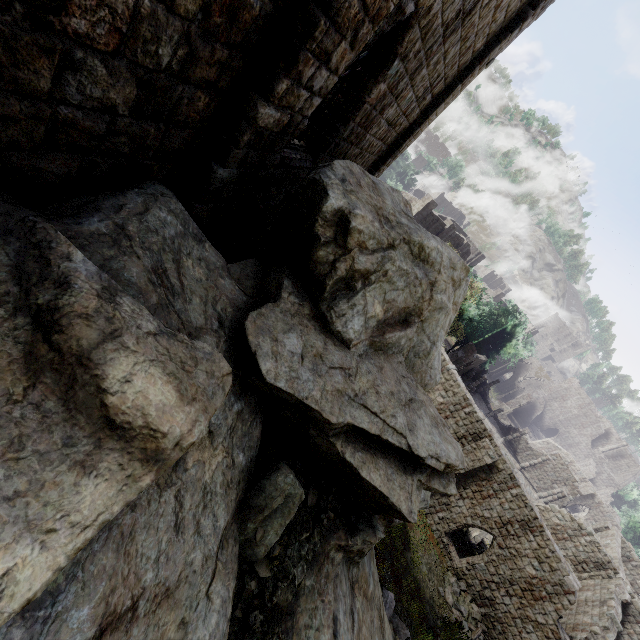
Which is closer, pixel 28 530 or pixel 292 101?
pixel 28 530

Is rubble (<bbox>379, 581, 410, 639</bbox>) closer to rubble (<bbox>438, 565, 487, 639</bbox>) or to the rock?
the rock

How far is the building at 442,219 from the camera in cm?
3725

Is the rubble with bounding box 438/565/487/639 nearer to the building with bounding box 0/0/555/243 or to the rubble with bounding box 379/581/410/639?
the building with bounding box 0/0/555/243

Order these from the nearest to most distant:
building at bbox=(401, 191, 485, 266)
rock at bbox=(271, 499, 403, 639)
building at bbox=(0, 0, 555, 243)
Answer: building at bbox=(0, 0, 555, 243) → rock at bbox=(271, 499, 403, 639) → building at bbox=(401, 191, 485, 266)

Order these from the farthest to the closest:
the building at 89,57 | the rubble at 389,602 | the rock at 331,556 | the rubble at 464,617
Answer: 1. the rubble at 464,617
2. the rubble at 389,602
3. the rock at 331,556
4. the building at 89,57

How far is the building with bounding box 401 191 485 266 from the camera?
37.2 meters
